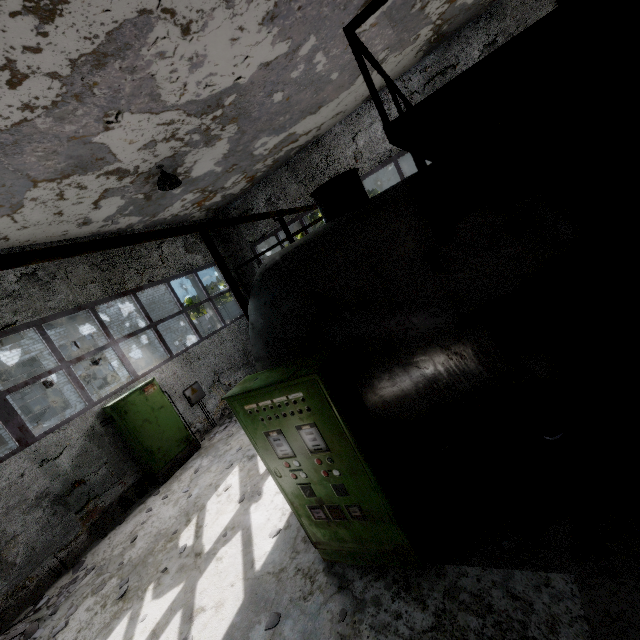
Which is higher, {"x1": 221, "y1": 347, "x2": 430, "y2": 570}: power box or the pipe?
the pipe

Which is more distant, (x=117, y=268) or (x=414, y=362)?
(x=117, y=268)

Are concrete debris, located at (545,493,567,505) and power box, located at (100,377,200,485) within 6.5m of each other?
no

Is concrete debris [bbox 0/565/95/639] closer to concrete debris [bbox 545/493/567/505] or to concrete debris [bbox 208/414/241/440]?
concrete debris [bbox 208/414/241/440]

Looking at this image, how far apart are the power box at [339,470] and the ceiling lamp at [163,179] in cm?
578

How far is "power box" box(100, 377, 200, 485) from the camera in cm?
814

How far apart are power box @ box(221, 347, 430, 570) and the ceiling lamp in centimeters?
578cm

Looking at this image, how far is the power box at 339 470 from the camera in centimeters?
306cm
